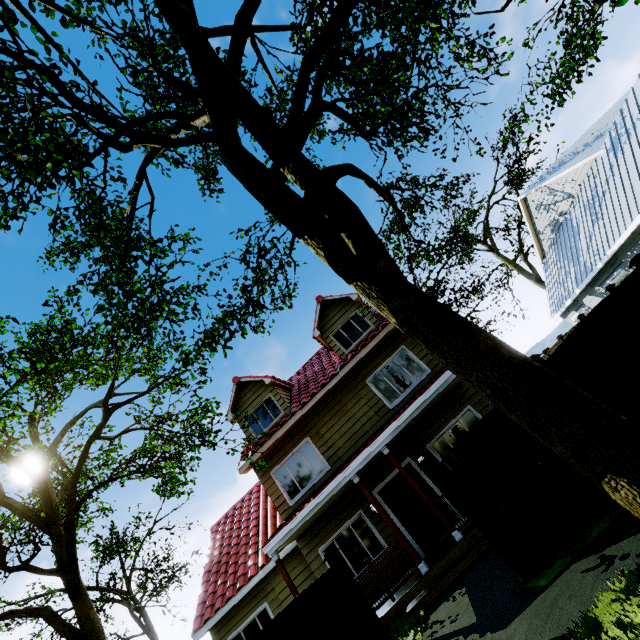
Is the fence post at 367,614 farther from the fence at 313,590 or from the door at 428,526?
the door at 428,526

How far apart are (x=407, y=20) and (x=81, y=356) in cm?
1614

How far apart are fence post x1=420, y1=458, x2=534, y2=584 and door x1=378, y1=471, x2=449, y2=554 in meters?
4.7

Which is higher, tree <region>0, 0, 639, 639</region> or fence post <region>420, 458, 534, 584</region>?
tree <region>0, 0, 639, 639</region>

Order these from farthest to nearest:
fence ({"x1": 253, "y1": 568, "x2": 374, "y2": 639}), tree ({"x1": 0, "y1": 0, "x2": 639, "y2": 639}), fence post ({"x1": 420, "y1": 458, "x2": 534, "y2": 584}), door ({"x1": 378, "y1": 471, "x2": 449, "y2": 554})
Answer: door ({"x1": 378, "y1": 471, "x2": 449, "y2": 554}) → fence ({"x1": 253, "y1": 568, "x2": 374, "y2": 639}) → fence post ({"x1": 420, "y1": 458, "x2": 534, "y2": 584}) → tree ({"x1": 0, "y1": 0, "x2": 639, "y2": 639})

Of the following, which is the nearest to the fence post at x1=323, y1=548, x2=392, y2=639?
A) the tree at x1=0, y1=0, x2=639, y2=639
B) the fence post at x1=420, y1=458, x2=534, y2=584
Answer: the fence post at x1=420, y1=458, x2=534, y2=584

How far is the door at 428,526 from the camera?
9.8 meters

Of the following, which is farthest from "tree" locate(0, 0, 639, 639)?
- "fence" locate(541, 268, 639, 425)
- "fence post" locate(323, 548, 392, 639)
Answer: "fence post" locate(323, 548, 392, 639)
